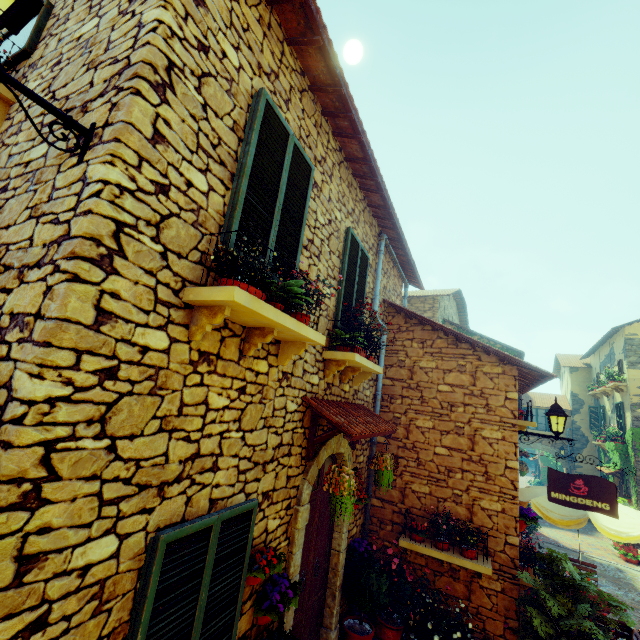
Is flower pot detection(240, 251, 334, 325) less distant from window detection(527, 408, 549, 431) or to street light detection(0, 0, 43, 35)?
window detection(527, 408, 549, 431)

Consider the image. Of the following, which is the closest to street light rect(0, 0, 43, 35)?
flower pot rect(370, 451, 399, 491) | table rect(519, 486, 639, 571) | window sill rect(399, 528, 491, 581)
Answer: flower pot rect(370, 451, 399, 491)

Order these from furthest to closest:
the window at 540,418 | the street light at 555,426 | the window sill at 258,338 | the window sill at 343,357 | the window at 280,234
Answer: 1. the window at 540,418
2. the street light at 555,426
3. the window sill at 343,357
4. the window at 280,234
5. the window sill at 258,338

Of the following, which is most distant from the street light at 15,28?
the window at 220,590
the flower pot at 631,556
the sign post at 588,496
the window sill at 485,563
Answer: the flower pot at 631,556

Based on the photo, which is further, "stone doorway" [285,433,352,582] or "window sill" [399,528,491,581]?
"window sill" [399,528,491,581]

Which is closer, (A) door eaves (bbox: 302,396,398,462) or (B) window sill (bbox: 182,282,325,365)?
(B) window sill (bbox: 182,282,325,365)

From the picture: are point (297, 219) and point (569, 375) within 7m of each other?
no

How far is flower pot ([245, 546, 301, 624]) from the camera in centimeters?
303cm
